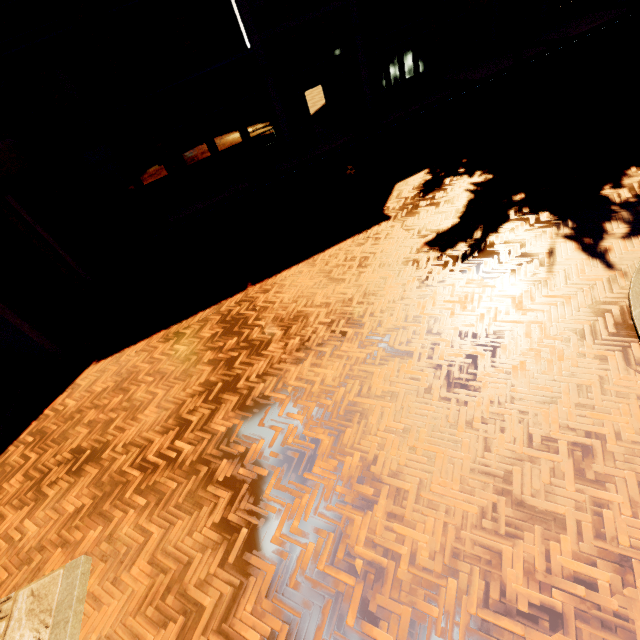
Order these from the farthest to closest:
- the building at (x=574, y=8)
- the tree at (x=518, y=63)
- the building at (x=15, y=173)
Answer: the building at (x=574, y=8), the tree at (x=518, y=63), the building at (x=15, y=173)

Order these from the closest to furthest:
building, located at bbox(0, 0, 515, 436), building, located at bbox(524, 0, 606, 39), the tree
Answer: building, located at bbox(0, 0, 515, 436), the tree, building, located at bbox(524, 0, 606, 39)

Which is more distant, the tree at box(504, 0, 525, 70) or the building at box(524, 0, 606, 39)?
the building at box(524, 0, 606, 39)

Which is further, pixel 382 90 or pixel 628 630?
pixel 382 90

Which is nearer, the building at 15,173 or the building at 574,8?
the building at 15,173

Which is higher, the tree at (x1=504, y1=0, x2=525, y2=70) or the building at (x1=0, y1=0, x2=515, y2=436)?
the building at (x1=0, y1=0, x2=515, y2=436)

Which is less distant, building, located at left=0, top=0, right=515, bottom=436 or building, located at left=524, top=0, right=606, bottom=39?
building, located at left=0, top=0, right=515, bottom=436
